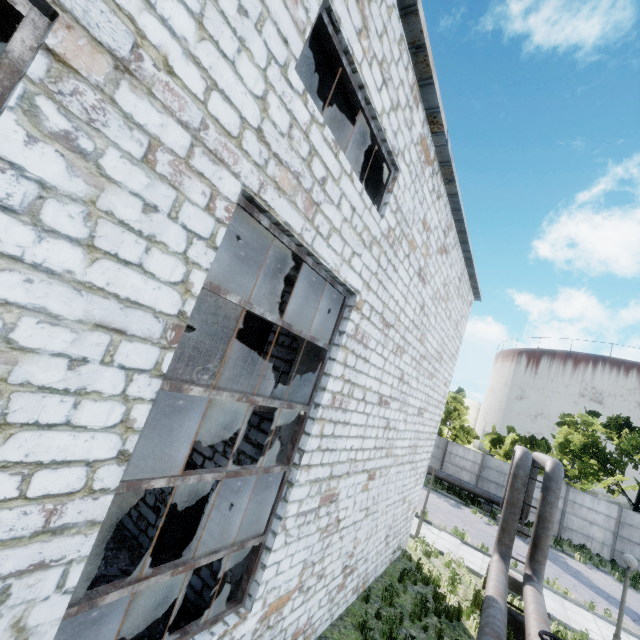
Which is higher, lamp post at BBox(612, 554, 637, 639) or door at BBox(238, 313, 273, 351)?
door at BBox(238, 313, 273, 351)

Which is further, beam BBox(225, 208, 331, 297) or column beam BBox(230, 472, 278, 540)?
column beam BBox(230, 472, 278, 540)

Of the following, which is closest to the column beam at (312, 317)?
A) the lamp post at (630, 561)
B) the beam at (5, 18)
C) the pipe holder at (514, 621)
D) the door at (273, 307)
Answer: the beam at (5, 18)

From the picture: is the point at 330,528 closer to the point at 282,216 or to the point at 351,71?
the point at 282,216

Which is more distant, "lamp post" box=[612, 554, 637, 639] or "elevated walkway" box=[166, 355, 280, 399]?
"lamp post" box=[612, 554, 637, 639]

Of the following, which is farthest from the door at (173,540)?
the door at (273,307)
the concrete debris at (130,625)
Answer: the door at (273,307)

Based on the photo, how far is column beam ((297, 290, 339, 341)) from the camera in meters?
6.2

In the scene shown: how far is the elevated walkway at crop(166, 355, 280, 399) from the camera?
5.78m
